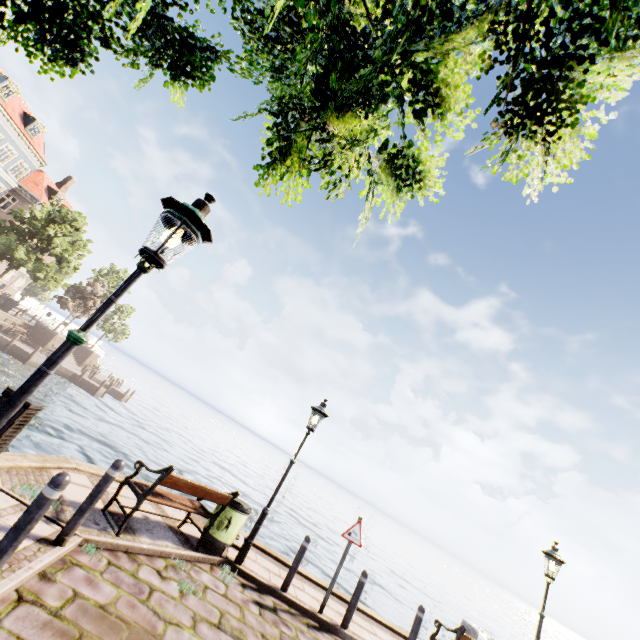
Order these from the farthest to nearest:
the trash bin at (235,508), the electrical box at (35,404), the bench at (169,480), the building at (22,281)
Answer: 1. the building at (22,281)
2. the trash bin at (235,508)
3. the bench at (169,480)
4. the electrical box at (35,404)

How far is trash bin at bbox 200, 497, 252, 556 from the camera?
6.4m

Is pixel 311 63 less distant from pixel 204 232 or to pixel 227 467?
A: pixel 204 232

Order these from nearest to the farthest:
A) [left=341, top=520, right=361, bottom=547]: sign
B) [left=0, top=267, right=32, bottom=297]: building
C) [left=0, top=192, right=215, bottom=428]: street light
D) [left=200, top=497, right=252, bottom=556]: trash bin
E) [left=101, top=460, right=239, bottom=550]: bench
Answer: [left=0, top=192, right=215, bottom=428]: street light, [left=101, top=460, right=239, bottom=550]: bench, [left=200, top=497, right=252, bottom=556]: trash bin, [left=341, top=520, right=361, bottom=547]: sign, [left=0, top=267, right=32, bottom=297]: building

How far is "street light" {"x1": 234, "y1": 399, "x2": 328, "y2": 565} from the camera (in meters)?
6.74

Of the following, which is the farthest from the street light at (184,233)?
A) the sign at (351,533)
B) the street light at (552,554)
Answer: the street light at (552,554)

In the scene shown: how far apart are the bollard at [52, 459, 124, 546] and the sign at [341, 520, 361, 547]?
5.10m

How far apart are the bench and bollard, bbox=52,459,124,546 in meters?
0.9 m
